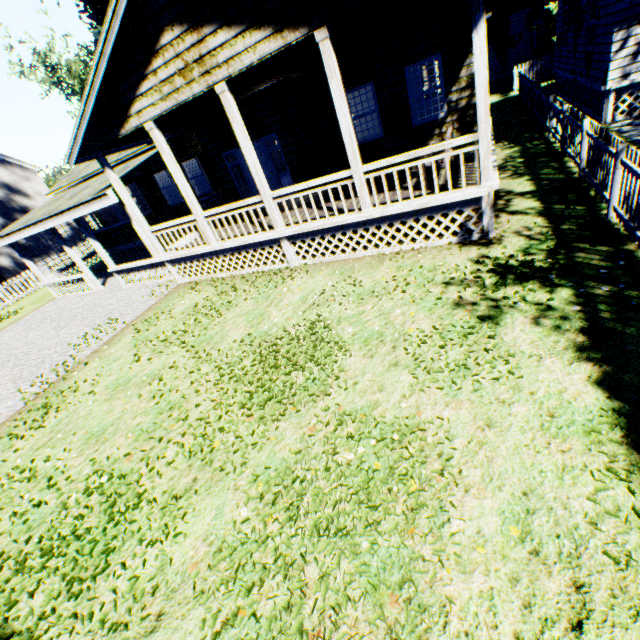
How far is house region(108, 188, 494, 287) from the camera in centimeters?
677cm

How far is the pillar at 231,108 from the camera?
7.1 meters

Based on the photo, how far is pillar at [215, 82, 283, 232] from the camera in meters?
7.1 m

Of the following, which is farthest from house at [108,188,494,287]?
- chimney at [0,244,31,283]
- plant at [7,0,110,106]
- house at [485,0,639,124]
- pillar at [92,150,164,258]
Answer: chimney at [0,244,31,283]

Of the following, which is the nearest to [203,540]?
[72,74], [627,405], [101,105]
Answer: [627,405]

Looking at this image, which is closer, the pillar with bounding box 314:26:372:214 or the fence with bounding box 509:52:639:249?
the fence with bounding box 509:52:639:249

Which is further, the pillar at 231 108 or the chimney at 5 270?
the chimney at 5 270

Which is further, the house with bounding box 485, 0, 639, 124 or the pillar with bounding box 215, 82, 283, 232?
the house with bounding box 485, 0, 639, 124
